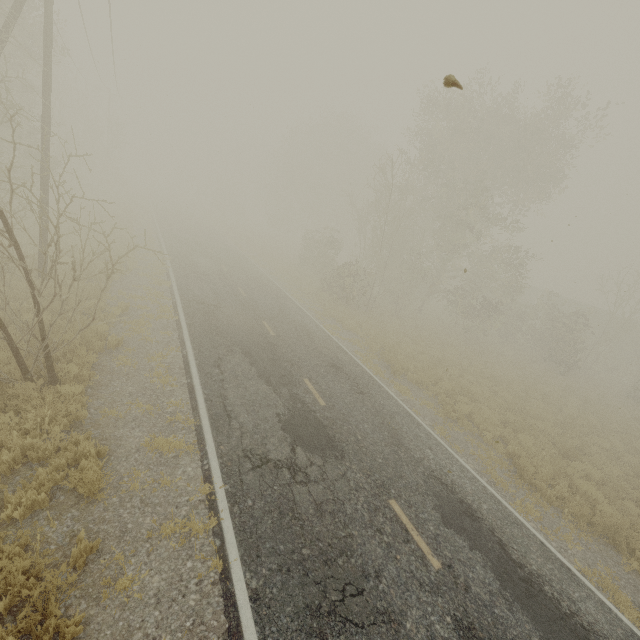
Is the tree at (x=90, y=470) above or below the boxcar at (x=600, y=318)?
below

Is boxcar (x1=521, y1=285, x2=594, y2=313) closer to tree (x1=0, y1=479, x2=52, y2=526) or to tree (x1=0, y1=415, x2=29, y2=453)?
tree (x1=0, y1=415, x2=29, y2=453)

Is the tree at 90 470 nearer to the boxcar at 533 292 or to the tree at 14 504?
the tree at 14 504

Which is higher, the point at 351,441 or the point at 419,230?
the point at 419,230

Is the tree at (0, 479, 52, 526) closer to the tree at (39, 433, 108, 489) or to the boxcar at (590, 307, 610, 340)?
the tree at (39, 433, 108, 489)

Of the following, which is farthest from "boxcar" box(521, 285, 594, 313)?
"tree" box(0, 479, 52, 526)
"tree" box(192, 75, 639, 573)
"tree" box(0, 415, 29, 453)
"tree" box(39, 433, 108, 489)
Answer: "tree" box(0, 479, 52, 526)

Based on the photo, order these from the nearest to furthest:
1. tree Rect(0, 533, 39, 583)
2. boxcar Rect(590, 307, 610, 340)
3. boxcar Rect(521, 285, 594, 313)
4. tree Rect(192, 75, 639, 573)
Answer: tree Rect(0, 533, 39, 583)
tree Rect(192, 75, 639, 573)
boxcar Rect(590, 307, 610, 340)
boxcar Rect(521, 285, 594, 313)

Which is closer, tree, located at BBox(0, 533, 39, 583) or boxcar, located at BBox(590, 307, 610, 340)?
tree, located at BBox(0, 533, 39, 583)
